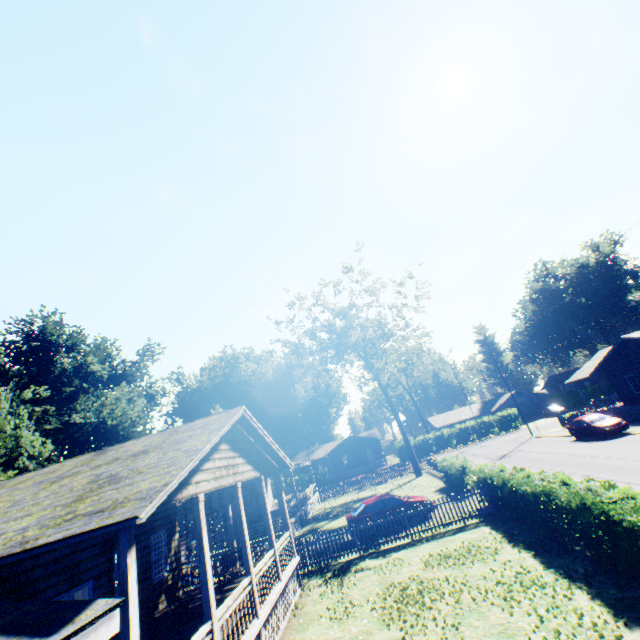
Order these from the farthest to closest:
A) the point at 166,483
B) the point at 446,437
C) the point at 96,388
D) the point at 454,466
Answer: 1. the point at 446,437
2. the point at 96,388
3. the point at 454,466
4. the point at 166,483

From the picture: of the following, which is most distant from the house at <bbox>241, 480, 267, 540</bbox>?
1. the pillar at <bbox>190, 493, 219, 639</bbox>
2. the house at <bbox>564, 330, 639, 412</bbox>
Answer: the house at <bbox>564, 330, 639, 412</bbox>

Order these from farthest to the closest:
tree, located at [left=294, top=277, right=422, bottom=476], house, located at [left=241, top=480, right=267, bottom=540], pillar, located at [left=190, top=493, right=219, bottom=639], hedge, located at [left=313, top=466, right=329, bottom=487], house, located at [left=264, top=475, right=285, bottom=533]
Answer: hedge, located at [left=313, top=466, right=329, bottom=487], tree, located at [left=294, top=277, right=422, bottom=476], house, located at [left=241, top=480, right=267, bottom=540], house, located at [left=264, top=475, right=285, bottom=533], pillar, located at [left=190, top=493, right=219, bottom=639]

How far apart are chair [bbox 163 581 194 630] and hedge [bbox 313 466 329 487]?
43.91m

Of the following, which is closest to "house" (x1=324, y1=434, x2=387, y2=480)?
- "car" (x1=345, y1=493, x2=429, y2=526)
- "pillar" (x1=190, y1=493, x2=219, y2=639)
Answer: "car" (x1=345, y1=493, x2=429, y2=526)

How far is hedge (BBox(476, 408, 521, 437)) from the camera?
50.7m

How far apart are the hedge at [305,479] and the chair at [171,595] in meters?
43.9
